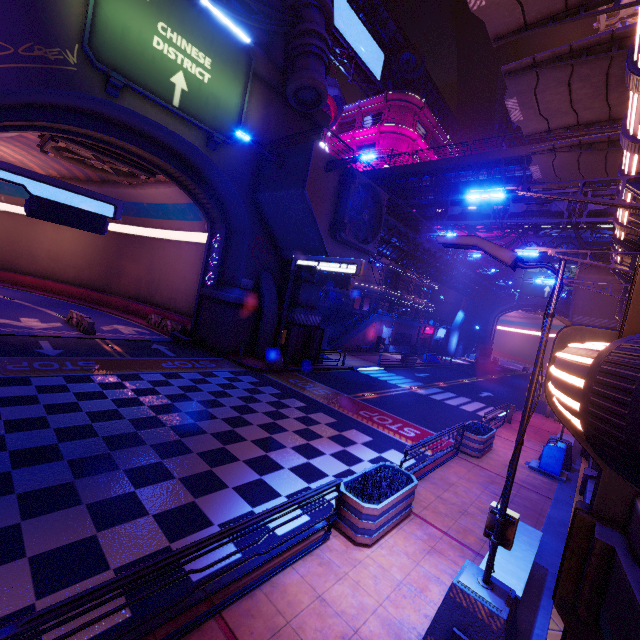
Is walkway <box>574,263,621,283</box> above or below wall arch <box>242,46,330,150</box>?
below

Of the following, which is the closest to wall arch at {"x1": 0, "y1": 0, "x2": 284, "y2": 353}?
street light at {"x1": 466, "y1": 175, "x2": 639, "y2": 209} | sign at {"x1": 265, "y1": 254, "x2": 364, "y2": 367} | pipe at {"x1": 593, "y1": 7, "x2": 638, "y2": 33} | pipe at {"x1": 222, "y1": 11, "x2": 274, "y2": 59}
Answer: pipe at {"x1": 222, "y1": 11, "x2": 274, "y2": 59}

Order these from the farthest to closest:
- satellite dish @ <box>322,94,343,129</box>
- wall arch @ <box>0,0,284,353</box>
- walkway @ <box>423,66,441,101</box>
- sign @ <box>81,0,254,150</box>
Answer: walkway @ <box>423,66,441,101</box>, satellite dish @ <box>322,94,343,129</box>, sign @ <box>81,0,254,150</box>, wall arch @ <box>0,0,284,353</box>

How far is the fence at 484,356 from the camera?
54.4m

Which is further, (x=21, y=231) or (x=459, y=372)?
(x=459, y=372)

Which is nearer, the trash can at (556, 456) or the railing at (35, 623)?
the railing at (35, 623)

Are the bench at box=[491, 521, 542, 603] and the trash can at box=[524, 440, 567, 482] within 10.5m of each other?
yes

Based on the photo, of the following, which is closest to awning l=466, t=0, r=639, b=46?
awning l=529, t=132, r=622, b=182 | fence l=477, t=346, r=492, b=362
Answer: awning l=529, t=132, r=622, b=182
